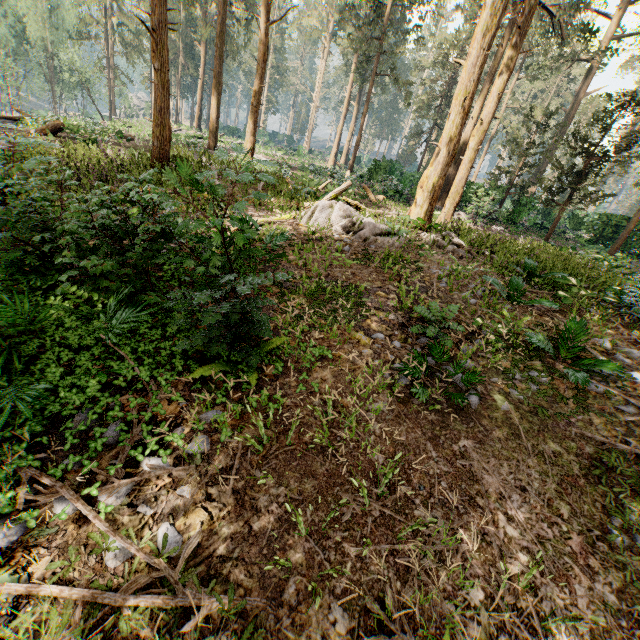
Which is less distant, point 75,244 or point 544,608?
point 544,608

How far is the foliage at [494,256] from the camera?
9.62m

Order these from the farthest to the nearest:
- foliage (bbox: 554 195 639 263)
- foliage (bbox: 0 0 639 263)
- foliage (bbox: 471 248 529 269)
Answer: foliage (bbox: 554 195 639 263) → foliage (bbox: 0 0 639 263) → foliage (bbox: 471 248 529 269)

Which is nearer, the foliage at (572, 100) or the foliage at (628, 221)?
the foliage at (572, 100)

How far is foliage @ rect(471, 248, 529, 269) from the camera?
9.62m

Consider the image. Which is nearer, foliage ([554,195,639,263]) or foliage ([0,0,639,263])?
foliage ([0,0,639,263])
